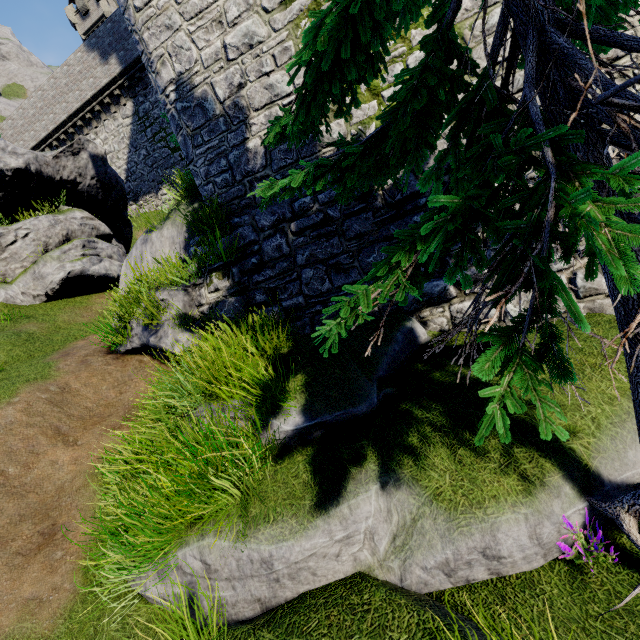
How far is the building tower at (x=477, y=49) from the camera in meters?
4.6

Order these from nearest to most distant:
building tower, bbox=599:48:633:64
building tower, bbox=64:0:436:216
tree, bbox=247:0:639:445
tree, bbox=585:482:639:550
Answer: tree, bbox=247:0:639:445
tree, bbox=585:482:639:550
building tower, bbox=599:48:633:64
building tower, bbox=64:0:436:216

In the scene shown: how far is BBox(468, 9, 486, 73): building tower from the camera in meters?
4.6 m

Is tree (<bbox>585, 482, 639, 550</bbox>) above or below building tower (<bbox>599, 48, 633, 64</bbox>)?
below

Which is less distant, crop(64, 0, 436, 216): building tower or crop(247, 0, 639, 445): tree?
crop(247, 0, 639, 445): tree

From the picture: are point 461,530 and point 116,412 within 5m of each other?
Result: no
